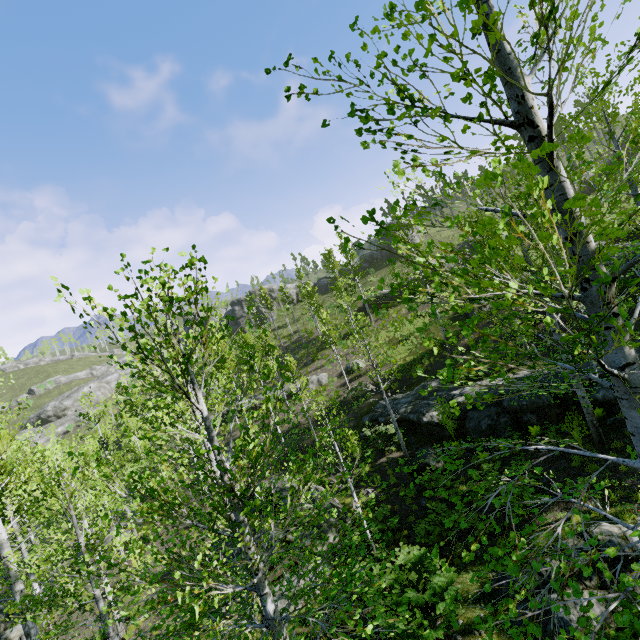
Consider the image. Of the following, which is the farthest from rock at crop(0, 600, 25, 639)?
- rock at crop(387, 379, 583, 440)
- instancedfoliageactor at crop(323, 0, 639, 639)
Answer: rock at crop(387, 379, 583, 440)

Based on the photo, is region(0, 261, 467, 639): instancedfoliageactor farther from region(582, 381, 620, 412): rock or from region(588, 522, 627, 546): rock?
→ region(582, 381, 620, 412): rock

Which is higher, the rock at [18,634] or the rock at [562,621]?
the rock at [562,621]

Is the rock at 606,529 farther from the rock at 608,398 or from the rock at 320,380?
the rock at 608,398

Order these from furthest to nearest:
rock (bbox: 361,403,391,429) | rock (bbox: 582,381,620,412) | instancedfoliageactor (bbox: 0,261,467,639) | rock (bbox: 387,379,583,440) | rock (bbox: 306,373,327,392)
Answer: rock (bbox: 306,373,327,392) < rock (bbox: 361,403,391,429) < rock (bbox: 387,379,583,440) < rock (bbox: 582,381,620,412) < instancedfoliageactor (bbox: 0,261,467,639)

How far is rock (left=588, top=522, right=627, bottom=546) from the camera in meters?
7.0

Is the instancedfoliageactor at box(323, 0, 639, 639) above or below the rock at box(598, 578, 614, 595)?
above

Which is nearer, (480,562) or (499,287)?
(480,562)
